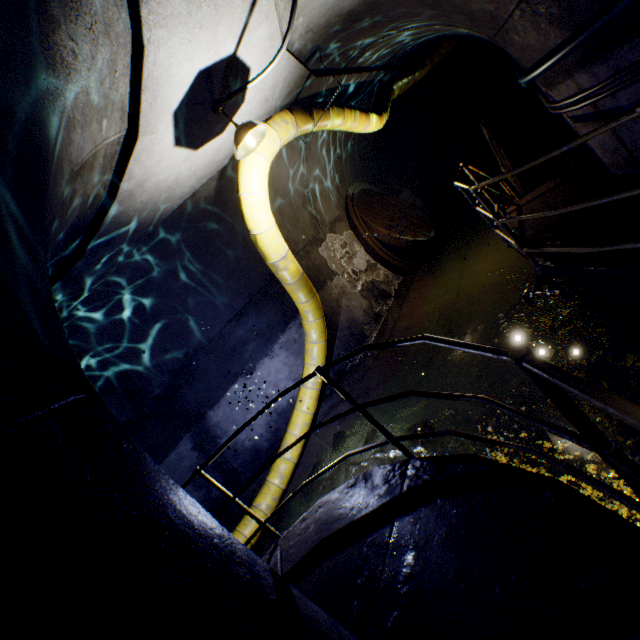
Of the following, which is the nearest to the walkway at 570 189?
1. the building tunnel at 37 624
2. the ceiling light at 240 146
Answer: the building tunnel at 37 624

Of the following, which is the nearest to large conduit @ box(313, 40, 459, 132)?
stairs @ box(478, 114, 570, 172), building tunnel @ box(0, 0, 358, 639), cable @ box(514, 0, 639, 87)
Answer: building tunnel @ box(0, 0, 358, 639)

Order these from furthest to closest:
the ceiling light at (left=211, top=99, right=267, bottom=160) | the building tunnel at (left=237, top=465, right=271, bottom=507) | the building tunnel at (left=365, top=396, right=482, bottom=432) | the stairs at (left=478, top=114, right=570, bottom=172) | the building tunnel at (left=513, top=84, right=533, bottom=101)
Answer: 1. the building tunnel at (left=513, top=84, right=533, bottom=101)
2. the stairs at (left=478, top=114, right=570, bottom=172)
3. the building tunnel at (left=237, top=465, right=271, bottom=507)
4. the building tunnel at (left=365, top=396, right=482, bottom=432)
5. the ceiling light at (left=211, top=99, right=267, bottom=160)

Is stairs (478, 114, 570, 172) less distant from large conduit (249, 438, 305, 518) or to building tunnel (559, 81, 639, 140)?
building tunnel (559, 81, 639, 140)

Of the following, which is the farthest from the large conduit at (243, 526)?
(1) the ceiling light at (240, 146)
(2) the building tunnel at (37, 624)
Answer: (1) the ceiling light at (240, 146)

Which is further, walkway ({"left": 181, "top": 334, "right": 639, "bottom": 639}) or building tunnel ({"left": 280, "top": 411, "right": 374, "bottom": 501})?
building tunnel ({"left": 280, "top": 411, "right": 374, "bottom": 501})

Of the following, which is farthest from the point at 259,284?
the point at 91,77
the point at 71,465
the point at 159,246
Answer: the point at 71,465

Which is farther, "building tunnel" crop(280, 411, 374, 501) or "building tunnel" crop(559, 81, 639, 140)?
"building tunnel" crop(280, 411, 374, 501)
